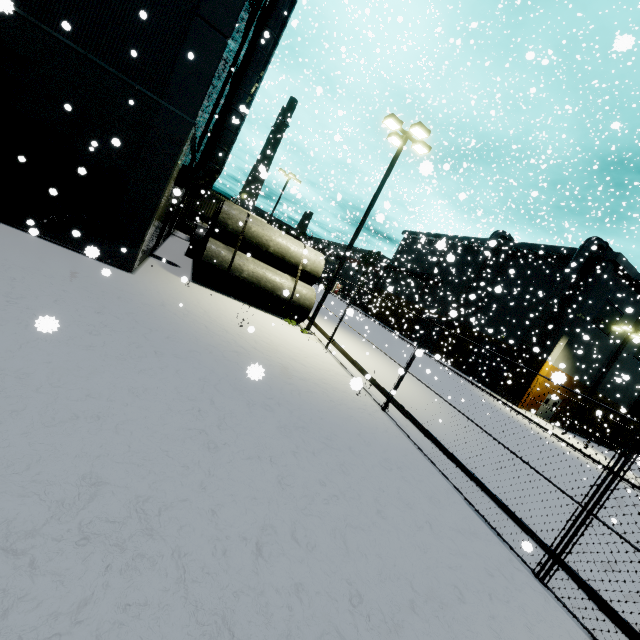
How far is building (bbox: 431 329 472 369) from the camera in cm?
3676

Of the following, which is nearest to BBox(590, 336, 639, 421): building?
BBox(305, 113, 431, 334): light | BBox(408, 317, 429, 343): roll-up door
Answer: BBox(408, 317, 429, 343): roll-up door

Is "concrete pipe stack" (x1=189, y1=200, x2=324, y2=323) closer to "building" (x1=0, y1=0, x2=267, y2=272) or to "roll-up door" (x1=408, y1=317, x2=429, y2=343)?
"building" (x1=0, y1=0, x2=267, y2=272)

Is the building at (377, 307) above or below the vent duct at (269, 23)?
below

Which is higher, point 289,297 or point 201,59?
point 201,59

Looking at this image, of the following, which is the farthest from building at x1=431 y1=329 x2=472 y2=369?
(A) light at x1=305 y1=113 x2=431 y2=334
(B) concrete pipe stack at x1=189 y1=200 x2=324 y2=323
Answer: (A) light at x1=305 y1=113 x2=431 y2=334

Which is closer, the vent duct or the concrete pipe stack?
the vent duct

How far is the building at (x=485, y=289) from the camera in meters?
31.3
